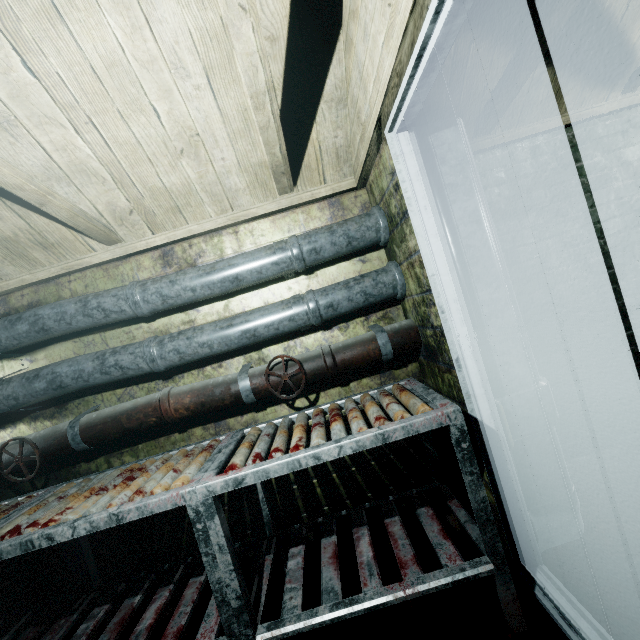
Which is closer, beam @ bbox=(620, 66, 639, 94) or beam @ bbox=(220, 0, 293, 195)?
beam @ bbox=(220, 0, 293, 195)

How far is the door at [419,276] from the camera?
1.46m

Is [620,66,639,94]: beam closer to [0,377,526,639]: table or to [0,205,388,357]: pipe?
[0,205,388,357]: pipe

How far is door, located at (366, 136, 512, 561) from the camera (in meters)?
1.46

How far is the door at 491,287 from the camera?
1.4m

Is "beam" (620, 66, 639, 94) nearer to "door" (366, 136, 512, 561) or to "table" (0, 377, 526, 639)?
"door" (366, 136, 512, 561)

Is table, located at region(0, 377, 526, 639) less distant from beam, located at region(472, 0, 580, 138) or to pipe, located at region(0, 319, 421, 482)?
pipe, located at region(0, 319, 421, 482)

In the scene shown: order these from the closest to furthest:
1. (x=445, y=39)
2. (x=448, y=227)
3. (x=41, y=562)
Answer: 1. (x=445, y=39)
2. (x=448, y=227)
3. (x=41, y=562)
